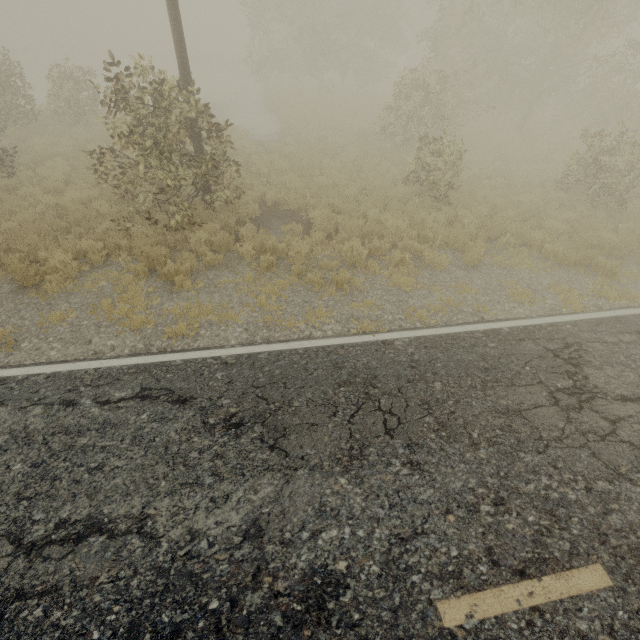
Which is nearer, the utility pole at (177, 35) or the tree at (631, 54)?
the utility pole at (177, 35)

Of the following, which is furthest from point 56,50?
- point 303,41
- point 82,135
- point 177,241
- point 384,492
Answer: point 384,492

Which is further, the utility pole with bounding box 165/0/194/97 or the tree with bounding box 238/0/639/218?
the tree with bounding box 238/0/639/218
